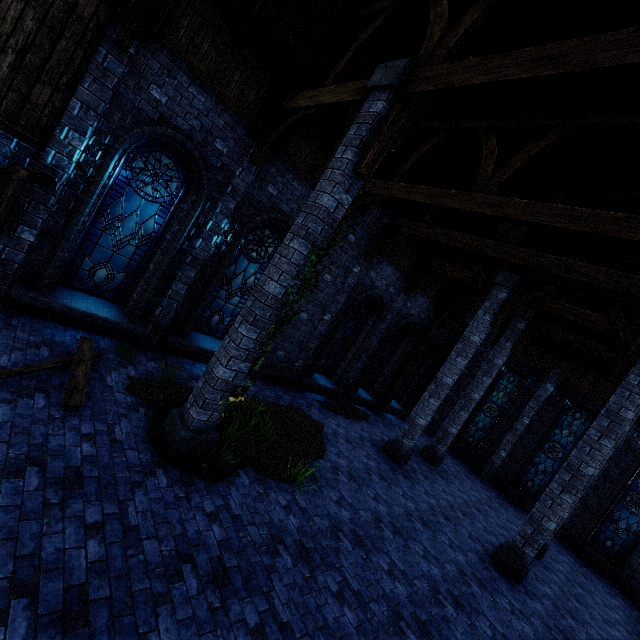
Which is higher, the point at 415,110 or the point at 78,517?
the point at 415,110

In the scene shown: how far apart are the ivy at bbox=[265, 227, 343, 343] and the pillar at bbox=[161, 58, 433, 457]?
0.0m

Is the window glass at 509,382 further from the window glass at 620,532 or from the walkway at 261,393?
the walkway at 261,393

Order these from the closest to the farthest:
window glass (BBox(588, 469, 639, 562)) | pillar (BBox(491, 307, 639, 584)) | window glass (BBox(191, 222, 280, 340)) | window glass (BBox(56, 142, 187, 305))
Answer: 1. window glass (BBox(56, 142, 187, 305))
2. pillar (BBox(491, 307, 639, 584))
3. window glass (BBox(191, 222, 280, 340))
4. window glass (BBox(588, 469, 639, 562))

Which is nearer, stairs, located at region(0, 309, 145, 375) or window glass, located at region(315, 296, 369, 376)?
stairs, located at region(0, 309, 145, 375)

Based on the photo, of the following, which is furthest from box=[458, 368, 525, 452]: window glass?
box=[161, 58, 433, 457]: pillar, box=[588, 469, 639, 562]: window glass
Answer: box=[161, 58, 433, 457]: pillar

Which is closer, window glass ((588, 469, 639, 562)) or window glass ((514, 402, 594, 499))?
window glass ((588, 469, 639, 562))

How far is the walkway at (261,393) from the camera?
9.30m
